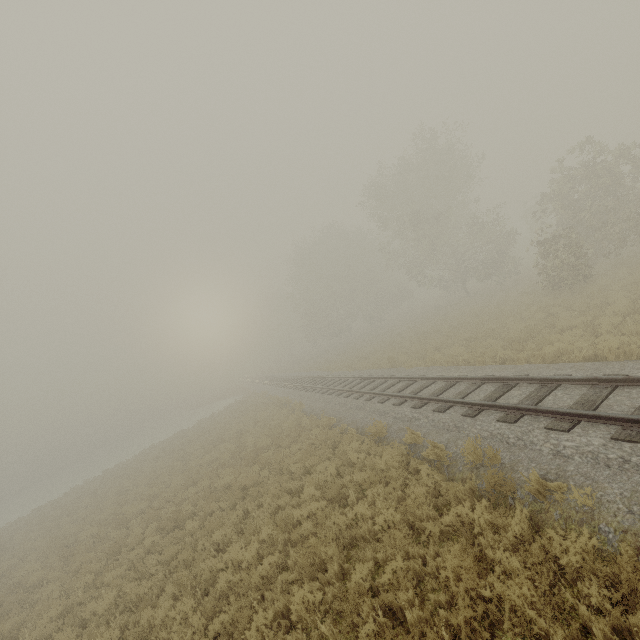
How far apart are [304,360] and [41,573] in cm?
4082
